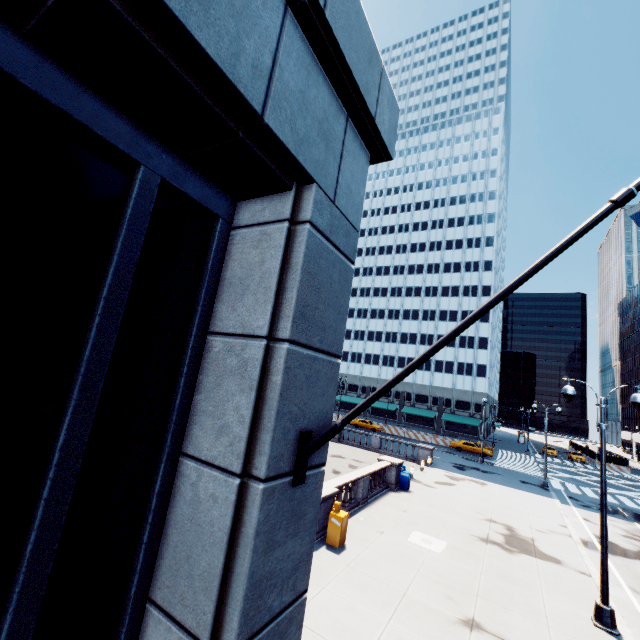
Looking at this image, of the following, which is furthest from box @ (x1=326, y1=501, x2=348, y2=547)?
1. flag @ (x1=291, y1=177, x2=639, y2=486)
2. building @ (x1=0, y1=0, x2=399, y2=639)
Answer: flag @ (x1=291, y1=177, x2=639, y2=486)

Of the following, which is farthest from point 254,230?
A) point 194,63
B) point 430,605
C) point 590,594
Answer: point 590,594

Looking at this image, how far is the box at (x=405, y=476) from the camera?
20.9m

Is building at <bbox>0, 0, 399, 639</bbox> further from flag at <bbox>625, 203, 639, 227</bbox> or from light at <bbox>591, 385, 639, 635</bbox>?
light at <bbox>591, 385, 639, 635</bbox>

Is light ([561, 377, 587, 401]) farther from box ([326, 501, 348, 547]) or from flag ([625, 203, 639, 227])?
flag ([625, 203, 639, 227])

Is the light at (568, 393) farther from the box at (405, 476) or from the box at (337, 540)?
the box at (405, 476)

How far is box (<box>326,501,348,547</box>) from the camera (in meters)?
12.18

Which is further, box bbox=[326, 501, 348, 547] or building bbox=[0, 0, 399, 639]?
box bbox=[326, 501, 348, 547]
